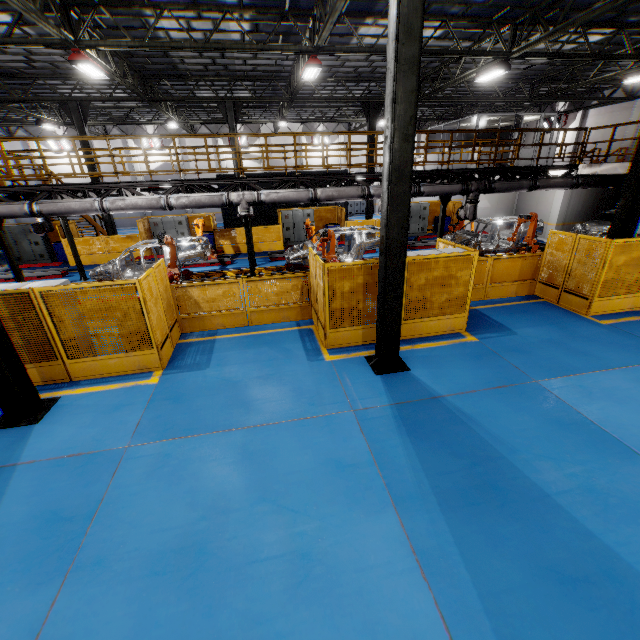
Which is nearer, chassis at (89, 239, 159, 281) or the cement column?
chassis at (89, 239, 159, 281)

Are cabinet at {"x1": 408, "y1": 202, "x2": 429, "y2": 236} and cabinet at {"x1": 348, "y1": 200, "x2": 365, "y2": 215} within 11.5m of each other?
no

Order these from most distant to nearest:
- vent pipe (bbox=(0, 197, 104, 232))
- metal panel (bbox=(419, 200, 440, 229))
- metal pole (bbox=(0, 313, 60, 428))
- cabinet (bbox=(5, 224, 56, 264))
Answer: metal panel (bbox=(419, 200, 440, 229))
cabinet (bbox=(5, 224, 56, 264))
vent pipe (bbox=(0, 197, 104, 232))
metal pole (bbox=(0, 313, 60, 428))

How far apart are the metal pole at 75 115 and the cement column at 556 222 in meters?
25.1

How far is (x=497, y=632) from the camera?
3.1m

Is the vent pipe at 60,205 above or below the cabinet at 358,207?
above

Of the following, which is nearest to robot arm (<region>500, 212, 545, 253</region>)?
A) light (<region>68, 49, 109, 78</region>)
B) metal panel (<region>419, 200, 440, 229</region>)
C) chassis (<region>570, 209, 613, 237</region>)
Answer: chassis (<region>570, 209, 613, 237</region>)

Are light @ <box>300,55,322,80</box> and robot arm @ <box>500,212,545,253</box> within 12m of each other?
yes
